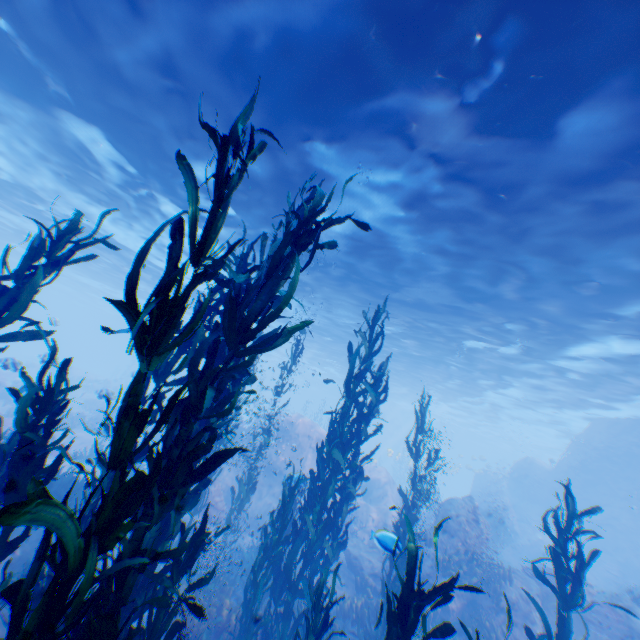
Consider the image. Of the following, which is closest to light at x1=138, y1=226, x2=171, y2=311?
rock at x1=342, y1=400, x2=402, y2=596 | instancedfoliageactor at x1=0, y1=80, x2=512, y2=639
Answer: rock at x1=342, y1=400, x2=402, y2=596

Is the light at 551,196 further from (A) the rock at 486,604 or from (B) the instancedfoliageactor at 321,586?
(B) the instancedfoliageactor at 321,586

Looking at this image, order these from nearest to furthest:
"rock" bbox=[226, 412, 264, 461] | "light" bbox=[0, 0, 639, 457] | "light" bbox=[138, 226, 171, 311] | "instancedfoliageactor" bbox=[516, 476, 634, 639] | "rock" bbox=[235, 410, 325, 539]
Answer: "instancedfoliageactor" bbox=[516, 476, 634, 639] < "light" bbox=[0, 0, 639, 457] < "rock" bbox=[235, 410, 325, 539] < "rock" bbox=[226, 412, 264, 461] < "light" bbox=[138, 226, 171, 311]

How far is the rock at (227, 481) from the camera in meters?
13.2

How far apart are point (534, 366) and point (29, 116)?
27.10m

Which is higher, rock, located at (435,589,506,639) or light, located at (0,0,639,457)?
light, located at (0,0,639,457)
